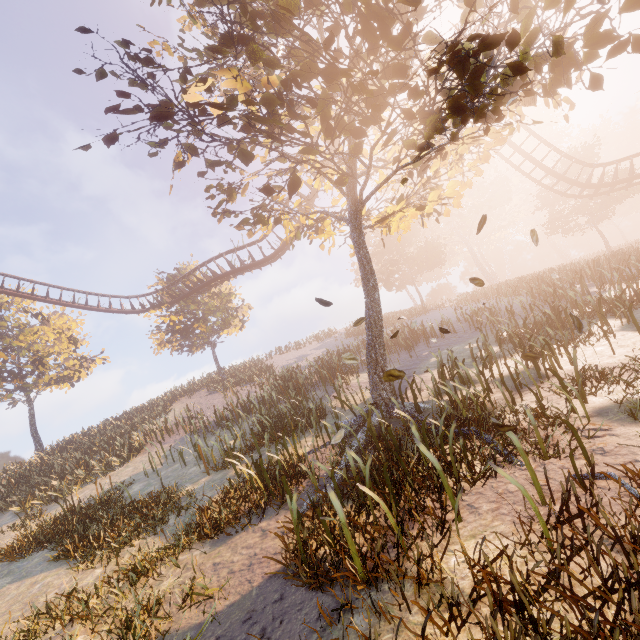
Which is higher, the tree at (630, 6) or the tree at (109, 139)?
the tree at (109, 139)

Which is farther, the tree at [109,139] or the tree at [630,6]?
the tree at [109,139]

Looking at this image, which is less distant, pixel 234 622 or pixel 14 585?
pixel 234 622

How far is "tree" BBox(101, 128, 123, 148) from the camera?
7.0 meters

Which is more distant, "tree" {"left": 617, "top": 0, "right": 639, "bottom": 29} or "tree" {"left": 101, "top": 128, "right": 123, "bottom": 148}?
"tree" {"left": 101, "top": 128, "right": 123, "bottom": 148}

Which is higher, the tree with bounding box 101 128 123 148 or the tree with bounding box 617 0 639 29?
the tree with bounding box 101 128 123 148
